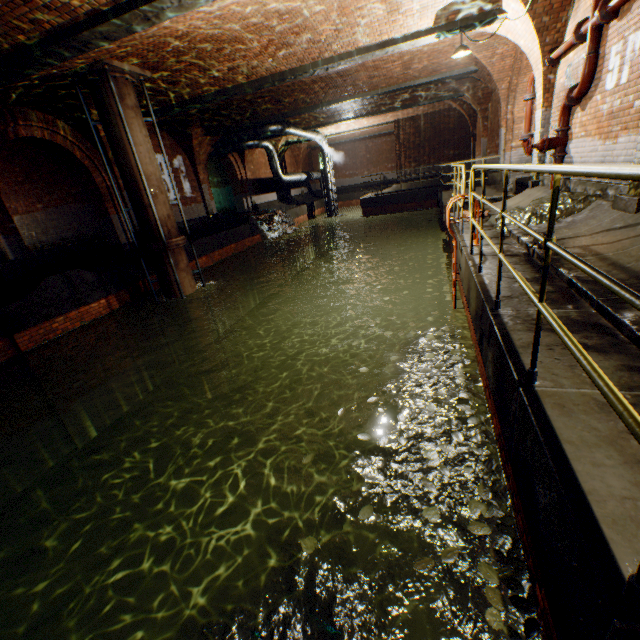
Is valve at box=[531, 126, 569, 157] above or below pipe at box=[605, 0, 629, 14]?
→ below

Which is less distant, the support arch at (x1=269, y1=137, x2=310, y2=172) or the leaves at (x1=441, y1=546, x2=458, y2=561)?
the leaves at (x1=441, y1=546, x2=458, y2=561)

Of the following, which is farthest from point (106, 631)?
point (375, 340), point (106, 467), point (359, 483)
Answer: point (375, 340)

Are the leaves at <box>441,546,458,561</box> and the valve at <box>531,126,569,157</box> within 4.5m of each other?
no

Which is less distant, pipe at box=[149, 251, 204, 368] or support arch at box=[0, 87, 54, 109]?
support arch at box=[0, 87, 54, 109]

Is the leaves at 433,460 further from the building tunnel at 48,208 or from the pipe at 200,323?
the building tunnel at 48,208

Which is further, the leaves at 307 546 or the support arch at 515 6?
the support arch at 515 6

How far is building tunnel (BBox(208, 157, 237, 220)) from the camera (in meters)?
20.98
